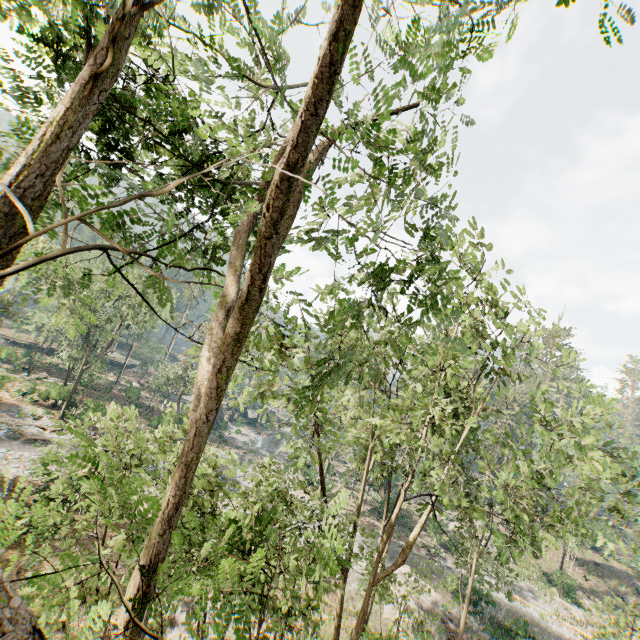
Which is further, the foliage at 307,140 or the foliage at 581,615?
the foliage at 581,615

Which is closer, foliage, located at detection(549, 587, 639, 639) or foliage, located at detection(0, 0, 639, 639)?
foliage, located at detection(0, 0, 639, 639)

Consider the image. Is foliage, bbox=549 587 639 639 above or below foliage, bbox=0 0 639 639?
below

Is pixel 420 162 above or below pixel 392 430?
above

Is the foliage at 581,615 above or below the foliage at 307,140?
below
